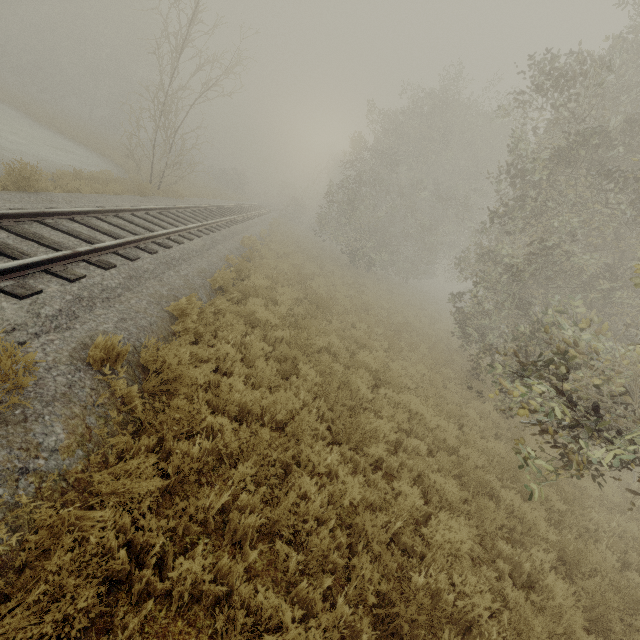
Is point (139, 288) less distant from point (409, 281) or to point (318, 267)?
point (318, 267)

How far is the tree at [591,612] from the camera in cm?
406

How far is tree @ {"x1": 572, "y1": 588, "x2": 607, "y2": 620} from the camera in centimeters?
406cm
